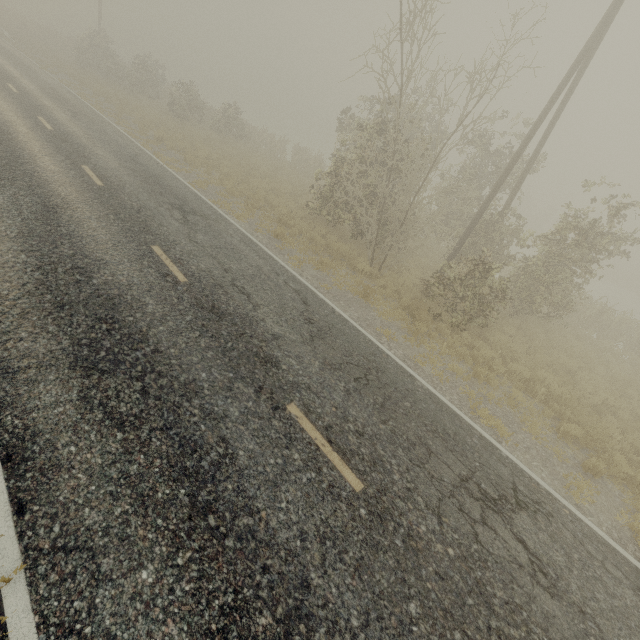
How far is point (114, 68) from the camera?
28.6m
